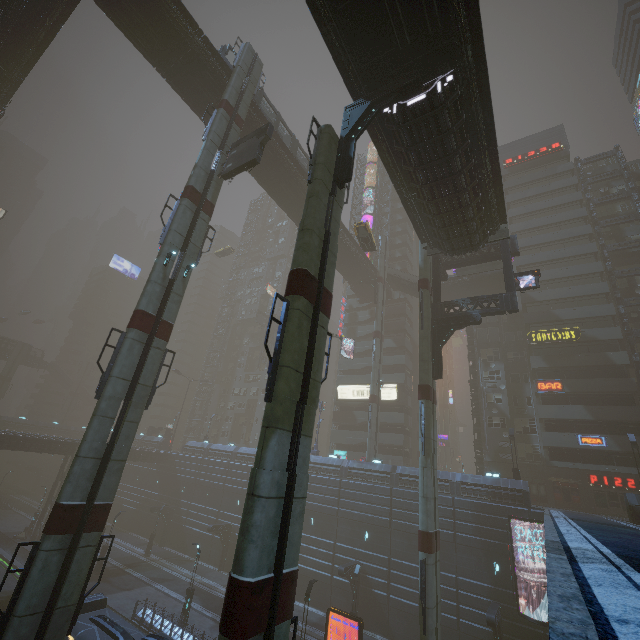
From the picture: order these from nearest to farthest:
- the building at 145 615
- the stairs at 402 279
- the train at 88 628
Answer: the train at 88 628 → the building at 145 615 → the stairs at 402 279

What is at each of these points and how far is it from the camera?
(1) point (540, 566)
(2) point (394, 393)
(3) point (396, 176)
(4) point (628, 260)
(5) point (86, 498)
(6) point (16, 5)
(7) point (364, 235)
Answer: (1) building, 25.2m
(2) sign, 48.6m
(3) bridge, 19.6m
(4) building, 42.6m
(5) sm, 13.8m
(6) building, 23.4m
(7) taxi, 33.9m

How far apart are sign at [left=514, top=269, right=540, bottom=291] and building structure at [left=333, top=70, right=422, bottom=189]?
16.3 meters

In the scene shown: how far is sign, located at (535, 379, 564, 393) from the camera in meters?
36.9 m

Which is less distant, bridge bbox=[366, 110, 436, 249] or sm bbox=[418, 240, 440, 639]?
bridge bbox=[366, 110, 436, 249]

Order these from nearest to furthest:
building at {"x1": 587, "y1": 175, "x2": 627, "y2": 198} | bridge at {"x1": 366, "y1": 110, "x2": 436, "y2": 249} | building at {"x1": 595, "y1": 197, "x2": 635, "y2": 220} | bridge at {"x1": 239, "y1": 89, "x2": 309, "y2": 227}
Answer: bridge at {"x1": 366, "y1": 110, "x2": 436, "y2": 249} → bridge at {"x1": 239, "y1": 89, "x2": 309, "y2": 227} → building at {"x1": 595, "y1": 197, "x2": 635, "y2": 220} → building at {"x1": 587, "y1": 175, "x2": 627, "y2": 198}

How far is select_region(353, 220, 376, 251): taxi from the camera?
33.1m

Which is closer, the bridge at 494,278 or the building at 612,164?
the bridge at 494,278
